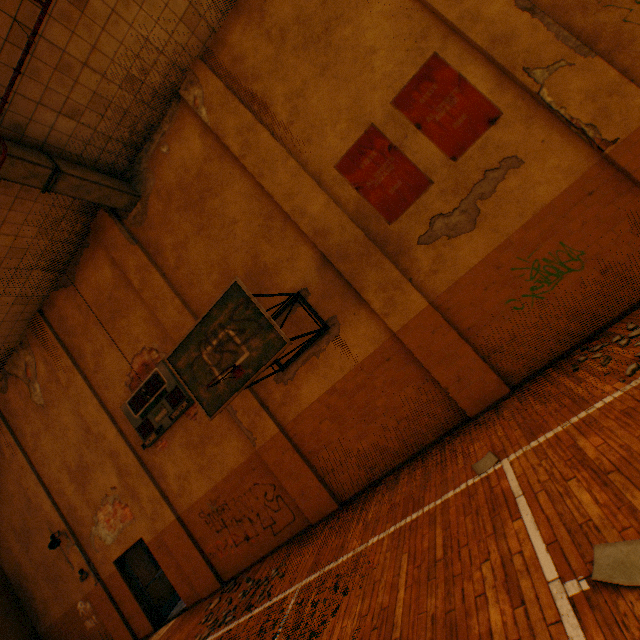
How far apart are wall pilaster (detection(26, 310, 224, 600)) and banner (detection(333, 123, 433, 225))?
8.35m

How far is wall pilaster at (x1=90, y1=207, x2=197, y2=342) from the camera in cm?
747

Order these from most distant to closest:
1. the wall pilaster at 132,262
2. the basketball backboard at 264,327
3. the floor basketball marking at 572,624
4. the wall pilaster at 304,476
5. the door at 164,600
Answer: the door at 164,600, the wall pilaster at 132,262, the wall pilaster at 304,476, the basketball backboard at 264,327, the floor basketball marking at 572,624

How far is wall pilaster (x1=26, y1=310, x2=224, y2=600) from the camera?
7.93m

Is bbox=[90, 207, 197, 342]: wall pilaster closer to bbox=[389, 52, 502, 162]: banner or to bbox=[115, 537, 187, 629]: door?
bbox=[115, 537, 187, 629]: door

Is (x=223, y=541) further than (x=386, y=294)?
Yes

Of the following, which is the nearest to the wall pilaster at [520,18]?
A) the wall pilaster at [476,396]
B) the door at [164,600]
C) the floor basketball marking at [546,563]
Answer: the floor basketball marking at [546,563]

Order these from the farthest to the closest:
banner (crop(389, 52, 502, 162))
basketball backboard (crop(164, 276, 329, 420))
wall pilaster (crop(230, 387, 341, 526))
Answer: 1. wall pilaster (crop(230, 387, 341, 526))
2. banner (crop(389, 52, 502, 162))
3. basketball backboard (crop(164, 276, 329, 420))
